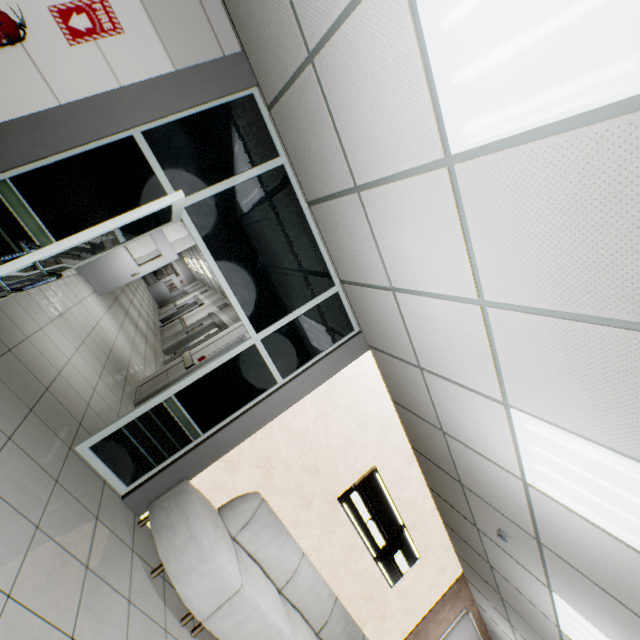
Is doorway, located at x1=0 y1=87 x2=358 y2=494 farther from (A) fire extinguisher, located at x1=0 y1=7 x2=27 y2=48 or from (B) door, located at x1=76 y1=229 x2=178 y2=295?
(B) door, located at x1=76 y1=229 x2=178 y2=295

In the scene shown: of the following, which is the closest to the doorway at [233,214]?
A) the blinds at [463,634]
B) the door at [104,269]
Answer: the door at [104,269]

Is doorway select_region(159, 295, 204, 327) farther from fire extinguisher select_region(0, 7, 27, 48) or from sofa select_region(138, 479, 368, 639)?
fire extinguisher select_region(0, 7, 27, 48)

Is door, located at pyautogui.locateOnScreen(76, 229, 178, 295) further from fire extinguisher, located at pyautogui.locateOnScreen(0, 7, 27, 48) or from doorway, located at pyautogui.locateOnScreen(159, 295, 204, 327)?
doorway, located at pyautogui.locateOnScreen(159, 295, 204, 327)

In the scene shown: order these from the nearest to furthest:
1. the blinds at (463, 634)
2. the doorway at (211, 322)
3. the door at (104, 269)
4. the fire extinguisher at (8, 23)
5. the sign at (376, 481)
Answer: the fire extinguisher at (8, 23) < the sign at (376, 481) < the blinds at (463, 634) < the door at (104, 269) < the doorway at (211, 322)

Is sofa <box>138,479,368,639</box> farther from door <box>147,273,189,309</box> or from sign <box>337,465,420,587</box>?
door <box>147,273,189,309</box>

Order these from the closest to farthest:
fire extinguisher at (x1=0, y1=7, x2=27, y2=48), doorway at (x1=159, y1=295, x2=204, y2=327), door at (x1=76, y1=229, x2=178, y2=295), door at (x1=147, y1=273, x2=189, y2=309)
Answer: fire extinguisher at (x1=0, y1=7, x2=27, y2=48) < door at (x1=76, y1=229, x2=178, y2=295) < doorway at (x1=159, y1=295, x2=204, y2=327) < door at (x1=147, y1=273, x2=189, y2=309)

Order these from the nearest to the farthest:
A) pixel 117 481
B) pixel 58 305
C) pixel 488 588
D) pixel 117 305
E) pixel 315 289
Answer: pixel 117 481 < pixel 315 289 < pixel 58 305 < pixel 488 588 < pixel 117 305
